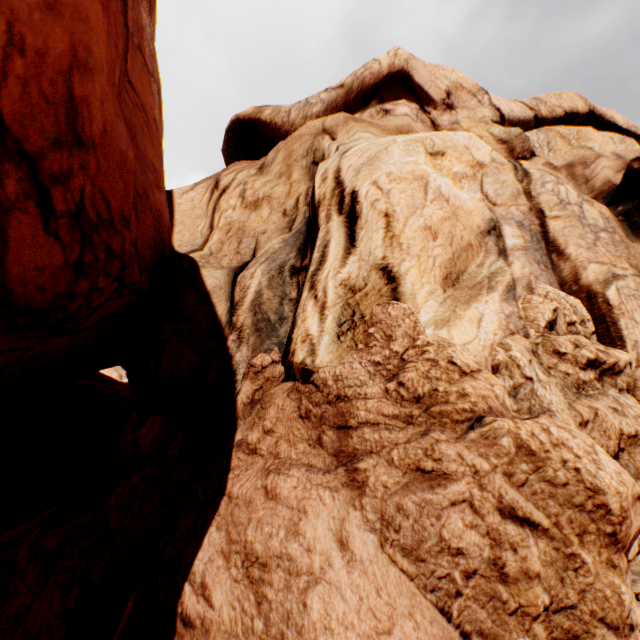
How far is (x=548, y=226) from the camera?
5.41m
